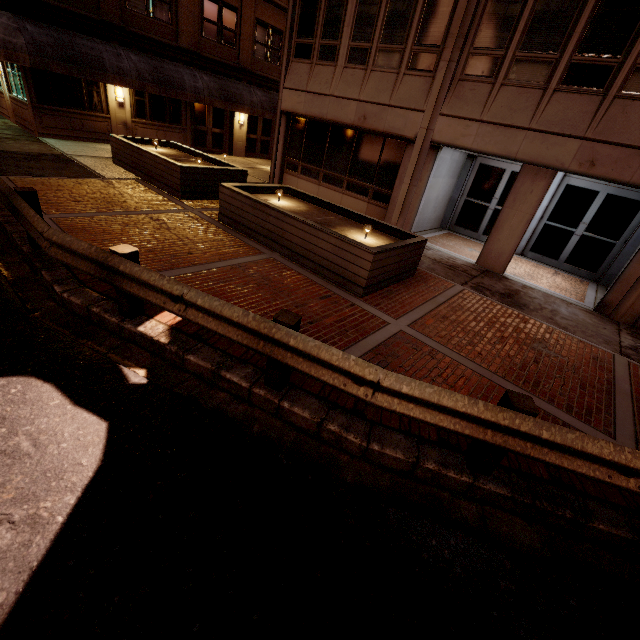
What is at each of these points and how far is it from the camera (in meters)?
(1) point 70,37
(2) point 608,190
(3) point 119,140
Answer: (1) awning, 12.43
(2) building, 10.71
(3) planter, 11.48

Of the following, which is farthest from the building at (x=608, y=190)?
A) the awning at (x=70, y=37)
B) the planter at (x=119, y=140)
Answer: the awning at (x=70, y=37)

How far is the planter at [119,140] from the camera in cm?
659

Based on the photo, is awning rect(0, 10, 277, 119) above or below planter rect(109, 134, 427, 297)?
above

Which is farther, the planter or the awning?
the awning

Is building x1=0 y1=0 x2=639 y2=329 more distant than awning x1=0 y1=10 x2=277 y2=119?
No

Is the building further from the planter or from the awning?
the awning

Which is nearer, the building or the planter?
the planter
